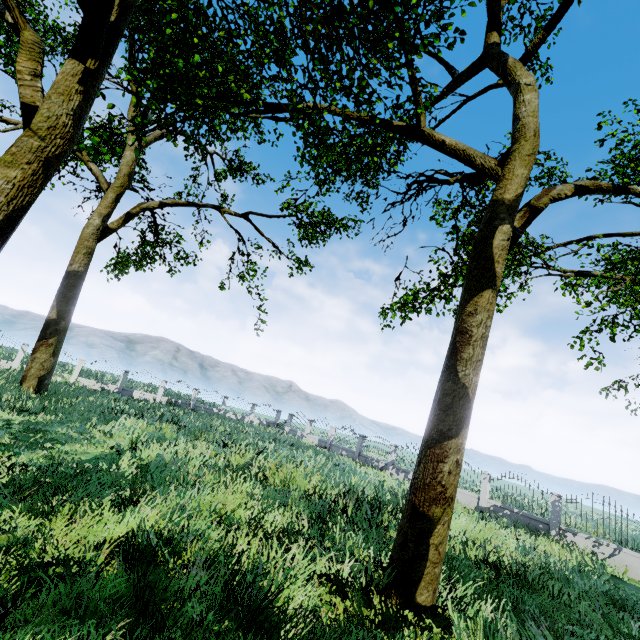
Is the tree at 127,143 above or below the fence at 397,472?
above

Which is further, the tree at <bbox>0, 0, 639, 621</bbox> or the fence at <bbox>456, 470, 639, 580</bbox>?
the fence at <bbox>456, 470, 639, 580</bbox>

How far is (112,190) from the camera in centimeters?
1838cm

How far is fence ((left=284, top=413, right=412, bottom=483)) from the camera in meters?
22.1

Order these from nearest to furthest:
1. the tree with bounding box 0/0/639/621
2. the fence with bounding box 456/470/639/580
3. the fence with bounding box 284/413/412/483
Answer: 1. the tree with bounding box 0/0/639/621
2. the fence with bounding box 456/470/639/580
3. the fence with bounding box 284/413/412/483

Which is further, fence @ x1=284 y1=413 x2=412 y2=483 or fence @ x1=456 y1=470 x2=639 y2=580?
fence @ x1=284 y1=413 x2=412 y2=483

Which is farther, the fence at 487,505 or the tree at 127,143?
the fence at 487,505
